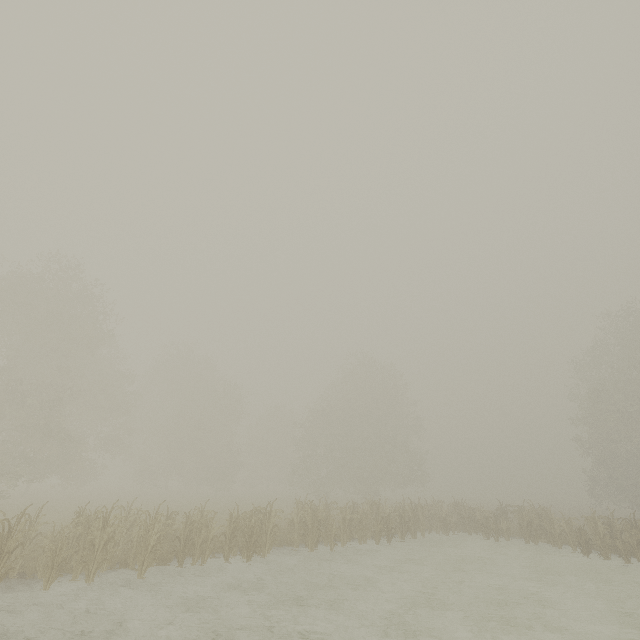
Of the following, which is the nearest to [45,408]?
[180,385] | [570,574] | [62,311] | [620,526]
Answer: [62,311]
